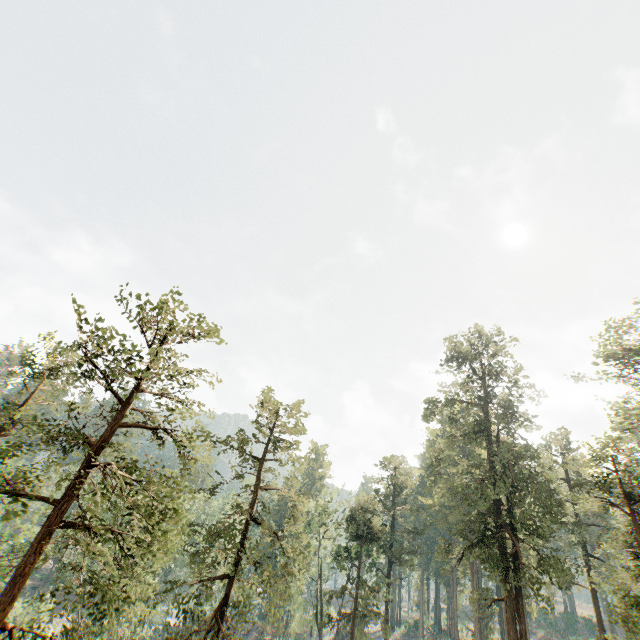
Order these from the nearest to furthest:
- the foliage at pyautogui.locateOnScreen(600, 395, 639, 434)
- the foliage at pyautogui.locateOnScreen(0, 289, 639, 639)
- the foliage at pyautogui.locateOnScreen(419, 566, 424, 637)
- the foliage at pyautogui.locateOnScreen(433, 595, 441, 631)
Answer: the foliage at pyautogui.locateOnScreen(0, 289, 639, 639)
the foliage at pyautogui.locateOnScreen(600, 395, 639, 434)
the foliage at pyautogui.locateOnScreen(419, 566, 424, 637)
the foliage at pyautogui.locateOnScreen(433, 595, 441, 631)

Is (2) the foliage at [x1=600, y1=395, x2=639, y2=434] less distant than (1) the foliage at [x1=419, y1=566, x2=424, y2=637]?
Yes

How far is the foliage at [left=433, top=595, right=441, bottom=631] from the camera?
57.2m

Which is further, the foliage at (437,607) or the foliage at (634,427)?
the foliage at (437,607)

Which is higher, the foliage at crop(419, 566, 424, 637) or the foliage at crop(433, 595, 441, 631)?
the foliage at crop(419, 566, 424, 637)

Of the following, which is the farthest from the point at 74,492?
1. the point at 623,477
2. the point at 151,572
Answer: the point at 623,477
